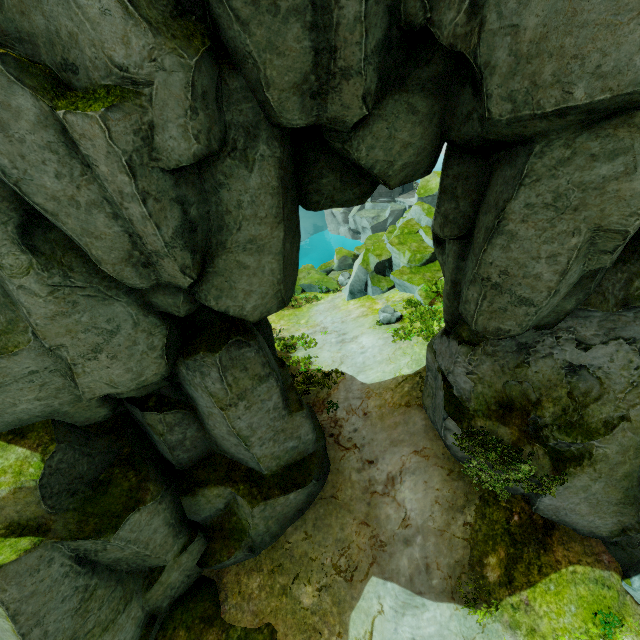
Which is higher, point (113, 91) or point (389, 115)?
point (113, 91)

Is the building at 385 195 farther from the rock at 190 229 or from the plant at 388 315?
the plant at 388 315

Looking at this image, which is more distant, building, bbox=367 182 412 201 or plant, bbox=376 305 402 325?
building, bbox=367 182 412 201

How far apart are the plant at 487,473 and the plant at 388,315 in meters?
6.7

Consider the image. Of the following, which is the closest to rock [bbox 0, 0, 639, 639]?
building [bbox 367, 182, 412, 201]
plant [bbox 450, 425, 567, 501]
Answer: plant [bbox 450, 425, 567, 501]

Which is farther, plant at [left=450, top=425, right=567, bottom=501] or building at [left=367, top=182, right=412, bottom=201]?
building at [left=367, top=182, right=412, bottom=201]

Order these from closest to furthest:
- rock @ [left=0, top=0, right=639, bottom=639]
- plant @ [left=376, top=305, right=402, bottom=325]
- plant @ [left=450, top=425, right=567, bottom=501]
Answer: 1. rock @ [left=0, top=0, right=639, bottom=639]
2. plant @ [left=450, top=425, right=567, bottom=501]
3. plant @ [left=376, top=305, right=402, bottom=325]

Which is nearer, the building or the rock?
the rock
